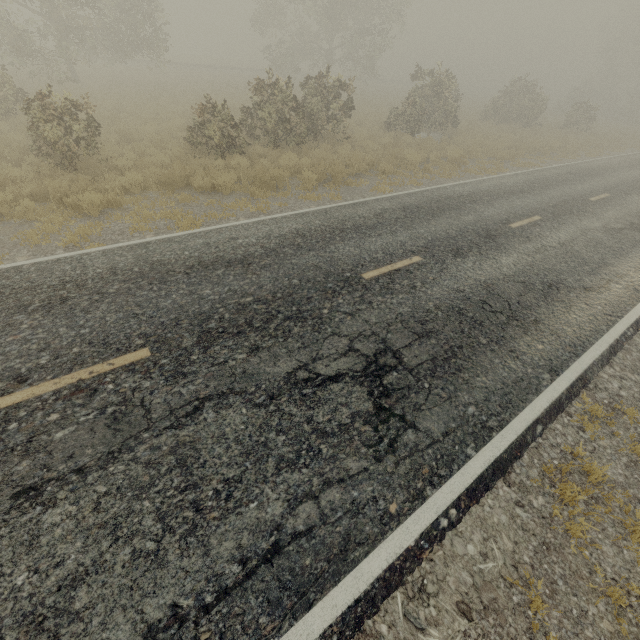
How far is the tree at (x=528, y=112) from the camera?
26.0m

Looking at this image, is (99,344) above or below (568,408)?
above

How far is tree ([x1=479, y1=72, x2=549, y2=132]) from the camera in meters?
26.0 m
